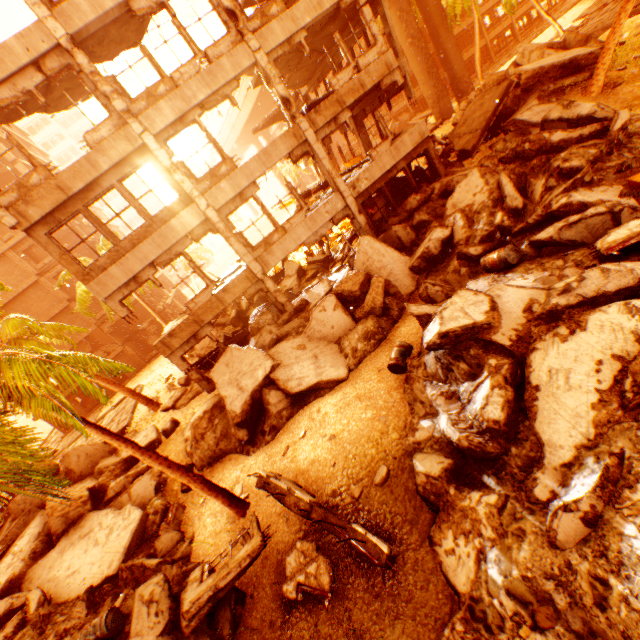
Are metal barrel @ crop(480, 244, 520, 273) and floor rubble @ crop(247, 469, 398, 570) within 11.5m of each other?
yes

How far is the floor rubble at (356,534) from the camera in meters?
5.9 m

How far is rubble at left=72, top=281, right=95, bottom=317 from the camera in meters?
23.7 m

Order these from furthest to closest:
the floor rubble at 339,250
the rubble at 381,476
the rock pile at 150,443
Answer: the floor rubble at 339,250 < the rock pile at 150,443 < the rubble at 381,476

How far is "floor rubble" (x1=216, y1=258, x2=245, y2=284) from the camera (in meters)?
14.14

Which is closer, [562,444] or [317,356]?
[562,444]

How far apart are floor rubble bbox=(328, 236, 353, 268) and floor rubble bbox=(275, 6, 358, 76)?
8.3m

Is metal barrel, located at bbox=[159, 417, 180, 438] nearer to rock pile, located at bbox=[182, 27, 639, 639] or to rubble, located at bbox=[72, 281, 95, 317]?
rock pile, located at bbox=[182, 27, 639, 639]
